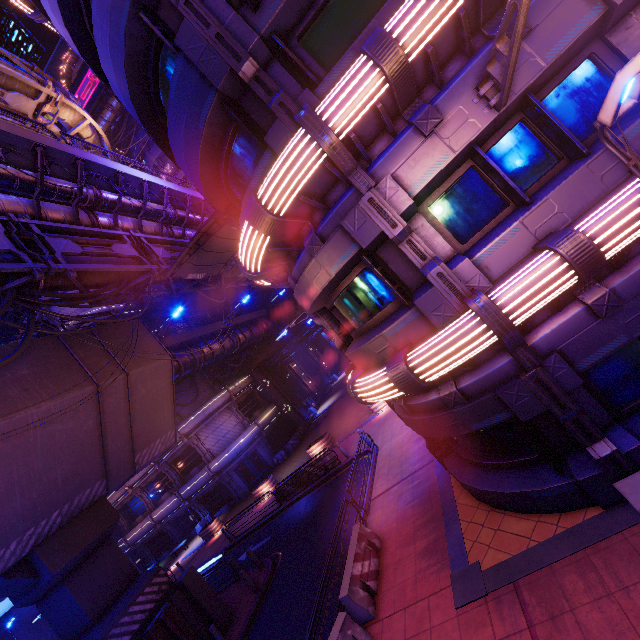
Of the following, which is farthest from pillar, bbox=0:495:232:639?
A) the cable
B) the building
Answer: the building

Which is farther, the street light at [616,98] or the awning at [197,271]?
the awning at [197,271]

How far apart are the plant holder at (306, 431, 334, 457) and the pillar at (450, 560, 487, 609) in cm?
1632

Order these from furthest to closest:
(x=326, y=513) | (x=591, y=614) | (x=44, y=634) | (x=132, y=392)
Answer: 1. (x=44, y=634)
2. (x=326, y=513)
3. (x=132, y=392)
4. (x=591, y=614)

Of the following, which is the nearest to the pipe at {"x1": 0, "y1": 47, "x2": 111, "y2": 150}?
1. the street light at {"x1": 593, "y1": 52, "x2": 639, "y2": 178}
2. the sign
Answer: the street light at {"x1": 593, "y1": 52, "x2": 639, "y2": 178}

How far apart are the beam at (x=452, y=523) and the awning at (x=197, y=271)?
12.0m

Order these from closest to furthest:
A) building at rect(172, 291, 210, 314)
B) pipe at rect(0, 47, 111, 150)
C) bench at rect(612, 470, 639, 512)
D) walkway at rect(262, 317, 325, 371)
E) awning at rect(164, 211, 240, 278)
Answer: bench at rect(612, 470, 639, 512) < awning at rect(164, 211, 240, 278) < pipe at rect(0, 47, 111, 150) < building at rect(172, 291, 210, 314) < walkway at rect(262, 317, 325, 371)

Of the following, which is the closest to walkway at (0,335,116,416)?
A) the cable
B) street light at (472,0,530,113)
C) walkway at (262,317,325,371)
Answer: the cable
